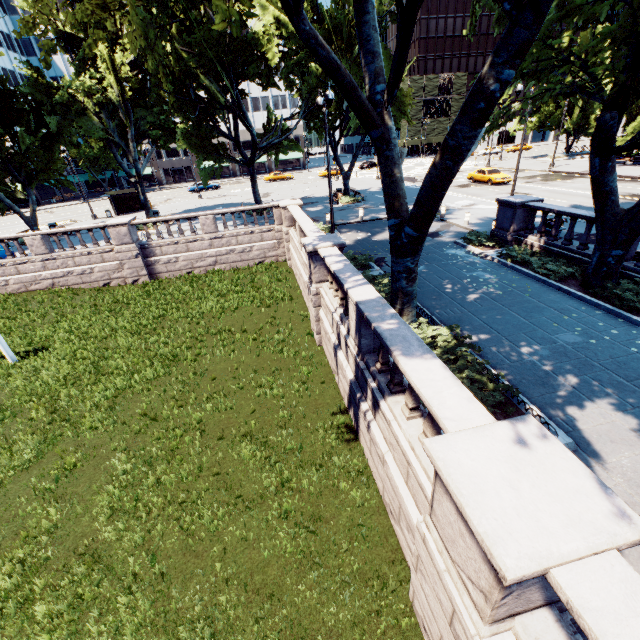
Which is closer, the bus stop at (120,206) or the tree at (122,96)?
the tree at (122,96)

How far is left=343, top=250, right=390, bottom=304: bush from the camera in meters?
12.0 m

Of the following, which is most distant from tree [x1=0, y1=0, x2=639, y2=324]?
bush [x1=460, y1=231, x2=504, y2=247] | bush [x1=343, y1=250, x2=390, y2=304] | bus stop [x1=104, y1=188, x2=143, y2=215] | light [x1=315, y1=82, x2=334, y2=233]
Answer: bus stop [x1=104, y1=188, x2=143, y2=215]

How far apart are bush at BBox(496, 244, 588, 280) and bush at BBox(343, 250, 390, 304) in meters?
5.3

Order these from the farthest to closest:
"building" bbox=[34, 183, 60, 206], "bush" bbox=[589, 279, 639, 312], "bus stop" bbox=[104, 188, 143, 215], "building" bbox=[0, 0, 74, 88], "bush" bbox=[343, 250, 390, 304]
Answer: "building" bbox=[34, 183, 60, 206] < "building" bbox=[0, 0, 74, 88] < "bus stop" bbox=[104, 188, 143, 215] < "bush" bbox=[343, 250, 390, 304] < "bush" bbox=[589, 279, 639, 312]

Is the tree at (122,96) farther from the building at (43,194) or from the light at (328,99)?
the light at (328,99)

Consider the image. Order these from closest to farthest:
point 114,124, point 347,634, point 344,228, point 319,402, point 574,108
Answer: point 347,634 < point 319,402 < point 344,228 < point 114,124 < point 574,108

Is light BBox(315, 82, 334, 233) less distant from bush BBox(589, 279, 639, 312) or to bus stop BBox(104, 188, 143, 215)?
bush BBox(589, 279, 639, 312)
